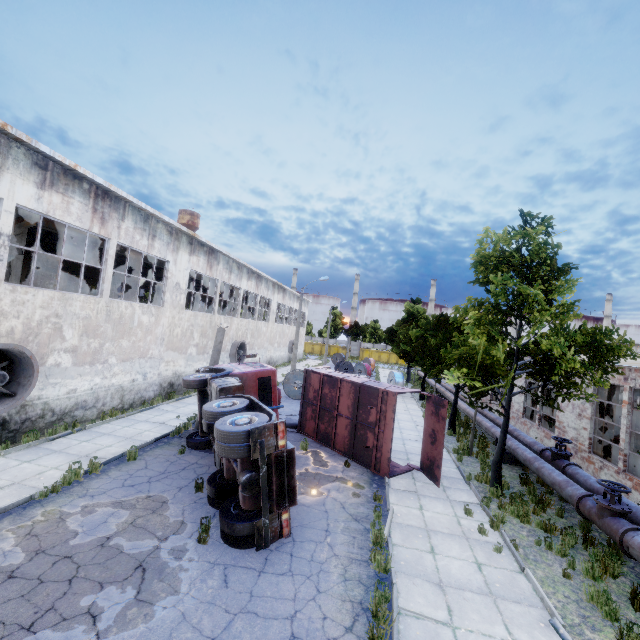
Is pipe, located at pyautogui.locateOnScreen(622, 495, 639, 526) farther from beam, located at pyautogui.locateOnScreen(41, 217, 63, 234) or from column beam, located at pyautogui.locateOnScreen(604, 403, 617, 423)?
beam, located at pyautogui.locateOnScreen(41, 217, 63, 234)

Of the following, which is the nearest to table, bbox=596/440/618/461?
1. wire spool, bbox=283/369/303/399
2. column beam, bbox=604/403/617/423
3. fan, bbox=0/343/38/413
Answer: column beam, bbox=604/403/617/423

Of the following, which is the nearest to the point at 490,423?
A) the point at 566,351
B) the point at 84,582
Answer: the point at 566,351

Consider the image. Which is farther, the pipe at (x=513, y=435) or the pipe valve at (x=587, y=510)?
the pipe at (x=513, y=435)

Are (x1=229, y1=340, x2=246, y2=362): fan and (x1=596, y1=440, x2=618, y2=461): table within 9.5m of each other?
no

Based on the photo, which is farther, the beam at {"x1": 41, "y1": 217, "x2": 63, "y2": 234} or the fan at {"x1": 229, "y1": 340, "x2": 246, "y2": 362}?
the fan at {"x1": 229, "y1": 340, "x2": 246, "y2": 362}

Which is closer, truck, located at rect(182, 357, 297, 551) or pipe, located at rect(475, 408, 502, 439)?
truck, located at rect(182, 357, 297, 551)

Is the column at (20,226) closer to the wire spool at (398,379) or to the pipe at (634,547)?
the pipe at (634,547)
